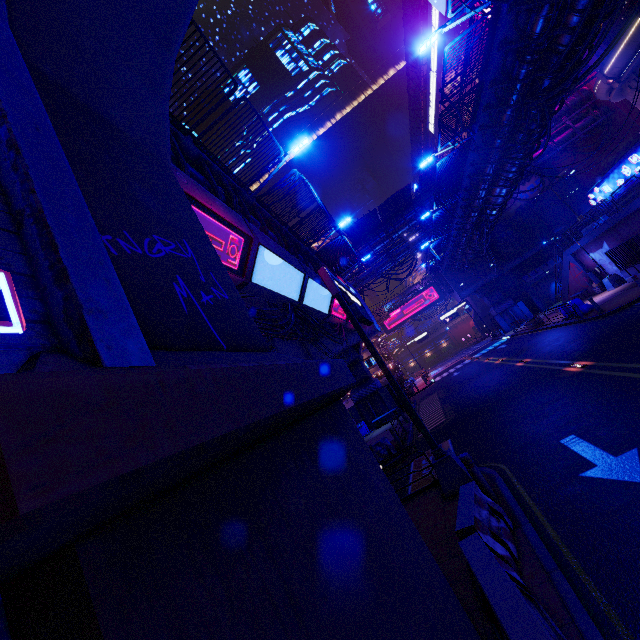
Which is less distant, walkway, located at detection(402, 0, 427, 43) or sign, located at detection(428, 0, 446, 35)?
sign, located at detection(428, 0, 446, 35)

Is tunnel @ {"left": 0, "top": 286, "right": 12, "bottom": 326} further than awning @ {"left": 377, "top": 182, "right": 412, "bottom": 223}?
No

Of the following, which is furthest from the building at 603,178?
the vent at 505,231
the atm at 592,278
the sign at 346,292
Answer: the sign at 346,292

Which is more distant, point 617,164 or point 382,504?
point 617,164

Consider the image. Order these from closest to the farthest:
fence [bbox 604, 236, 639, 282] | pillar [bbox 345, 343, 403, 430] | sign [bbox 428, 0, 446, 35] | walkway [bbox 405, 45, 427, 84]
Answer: fence [bbox 604, 236, 639, 282] < pillar [bbox 345, 343, 403, 430] < sign [bbox 428, 0, 446, 35] < walkway [bbox 405, 45, 427, 84]

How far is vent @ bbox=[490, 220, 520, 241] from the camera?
45.1m

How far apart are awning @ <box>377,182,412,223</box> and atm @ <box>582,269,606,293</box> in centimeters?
1813cm

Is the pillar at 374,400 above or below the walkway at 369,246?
below
